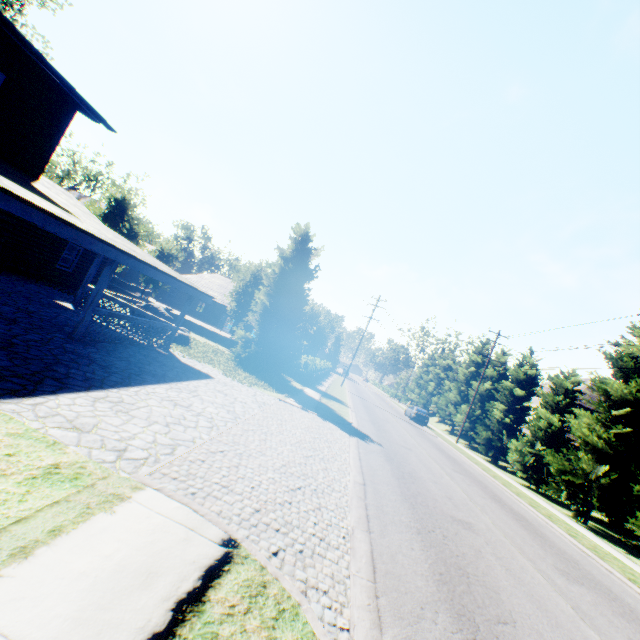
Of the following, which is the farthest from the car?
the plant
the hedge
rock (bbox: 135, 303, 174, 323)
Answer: rock (bbox: 135, 303, 174, 323)

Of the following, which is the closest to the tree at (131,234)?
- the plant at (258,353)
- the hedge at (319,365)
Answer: the plant at (258,353)

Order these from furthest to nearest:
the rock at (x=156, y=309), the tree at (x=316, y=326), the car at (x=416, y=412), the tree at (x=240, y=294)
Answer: the car at (x=416, y=412)
the tree at (x=240, y=294)
the tree at (x=316, y=326)
the rock at (x=156, y=309)

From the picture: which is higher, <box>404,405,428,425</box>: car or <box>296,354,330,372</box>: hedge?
<box>296,354,330,372</box>: hedge

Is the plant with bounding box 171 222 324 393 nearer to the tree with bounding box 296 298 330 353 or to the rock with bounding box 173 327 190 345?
the rock with bounding box 173 327 190 345

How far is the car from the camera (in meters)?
35.00

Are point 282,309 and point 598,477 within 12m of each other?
no

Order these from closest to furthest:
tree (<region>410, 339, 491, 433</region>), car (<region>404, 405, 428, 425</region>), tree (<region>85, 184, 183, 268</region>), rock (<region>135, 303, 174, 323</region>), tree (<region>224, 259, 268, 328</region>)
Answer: rock (<region>135, 303, 174, 323</region>) < tree (<region>224, 259, 268, 328</region>) < tree (<region>85, 184, 183, 268</region>) < car (<region>404, 405, 428, 425</region>) < tree (<region>410, 339, 491, 433</region>)
